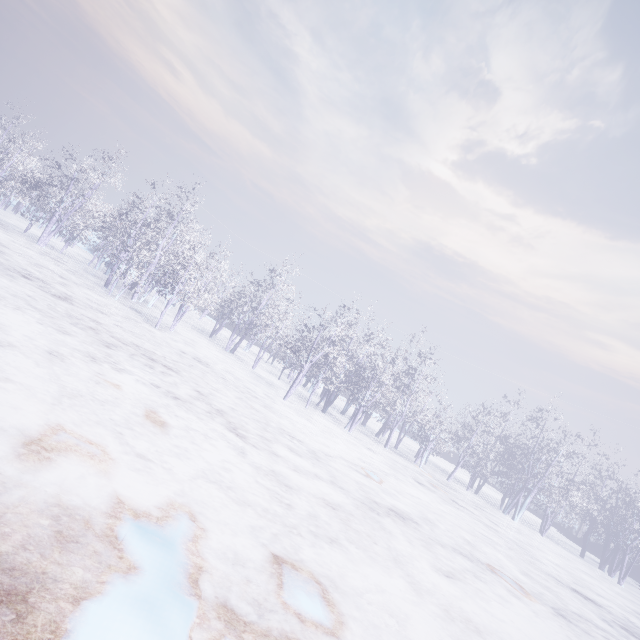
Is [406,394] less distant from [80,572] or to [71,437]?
[71,437]
